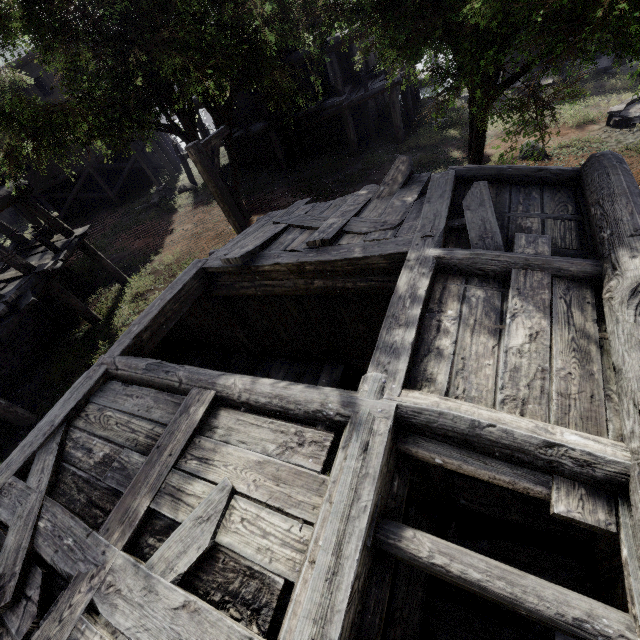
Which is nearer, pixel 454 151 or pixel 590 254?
pixel 590 254

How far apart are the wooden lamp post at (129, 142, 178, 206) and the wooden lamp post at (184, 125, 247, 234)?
13.1 meters

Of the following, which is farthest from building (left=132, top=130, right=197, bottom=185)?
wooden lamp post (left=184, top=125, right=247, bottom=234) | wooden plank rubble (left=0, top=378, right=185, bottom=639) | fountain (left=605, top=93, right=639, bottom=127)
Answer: fountain (left=605, top=93, right=639, bottom=127)

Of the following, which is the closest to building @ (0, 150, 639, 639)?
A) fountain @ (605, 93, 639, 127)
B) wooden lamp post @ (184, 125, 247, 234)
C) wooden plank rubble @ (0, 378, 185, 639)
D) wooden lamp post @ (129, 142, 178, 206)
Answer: wooden plank rubble @ (0, 378, 185, 639)

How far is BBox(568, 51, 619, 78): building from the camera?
14.7m

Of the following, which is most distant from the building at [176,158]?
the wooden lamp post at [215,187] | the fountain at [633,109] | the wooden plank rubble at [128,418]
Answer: the fountain at [633,109]

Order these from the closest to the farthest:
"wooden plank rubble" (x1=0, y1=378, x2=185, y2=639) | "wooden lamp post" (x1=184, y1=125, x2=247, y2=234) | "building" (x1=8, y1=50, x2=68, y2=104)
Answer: "wooden plank rubble" (x1=0, y1=378, x2=185, y2=639) < "wooden lamp post" (x1=184, y1=125, x2=247, y2=234) < "building" (x1=8, y1=50, x2=68, y2=104)

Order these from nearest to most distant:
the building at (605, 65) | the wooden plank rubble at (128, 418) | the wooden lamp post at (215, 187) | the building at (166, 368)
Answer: the building at (166, 368)
the wooden plank rubble at (128, 418)
the wooden lamp post at (215, 187)
the building at (605, 65)
